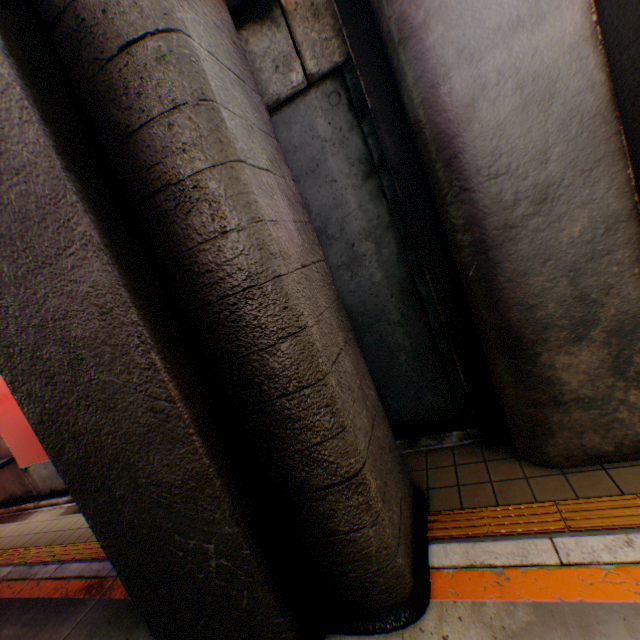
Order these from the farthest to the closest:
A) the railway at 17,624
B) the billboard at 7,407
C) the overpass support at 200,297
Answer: the billboard at 7,407
the railway at 17,624
the overpass support at 200,297

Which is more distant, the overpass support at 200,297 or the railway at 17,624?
the railway at 17,624

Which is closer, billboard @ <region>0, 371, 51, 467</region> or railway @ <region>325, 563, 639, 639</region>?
railway @ <region>325, 563, 639, 639</region>

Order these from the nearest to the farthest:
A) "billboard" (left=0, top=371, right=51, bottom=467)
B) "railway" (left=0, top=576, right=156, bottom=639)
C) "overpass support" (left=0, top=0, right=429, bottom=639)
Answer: "overpass support" (left=0, top=0, right=429, bottom=639) → "railway" (left=0, top=576, right=156, bottom=639) → "billboard" (left=0, top=371, right=51, bottom=467)

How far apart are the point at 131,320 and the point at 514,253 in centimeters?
316cm

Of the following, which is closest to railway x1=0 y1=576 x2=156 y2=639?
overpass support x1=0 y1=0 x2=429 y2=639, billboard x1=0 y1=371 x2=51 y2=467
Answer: overpass support x1=0 y1=0 x2=429 y2=639

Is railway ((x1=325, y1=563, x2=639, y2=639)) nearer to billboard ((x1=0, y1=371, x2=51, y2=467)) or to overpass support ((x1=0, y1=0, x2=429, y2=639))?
overpass support ((x1=0, y1=0, x2=429, y2=639))
